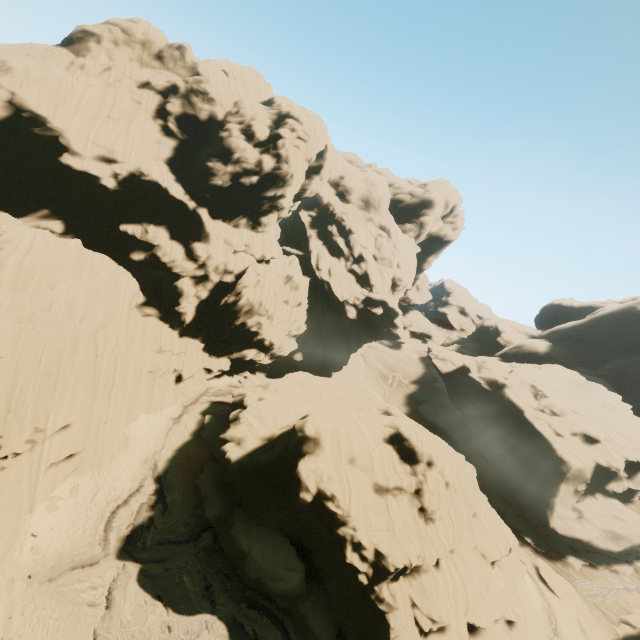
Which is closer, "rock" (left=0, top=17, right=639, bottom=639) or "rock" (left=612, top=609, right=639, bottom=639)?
"rock" (left=0, top=17, right=639, bottom=639)

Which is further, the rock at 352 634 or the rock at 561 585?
the rock at 561 585

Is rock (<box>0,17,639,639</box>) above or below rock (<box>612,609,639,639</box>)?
above

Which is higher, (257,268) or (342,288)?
(257,268)
